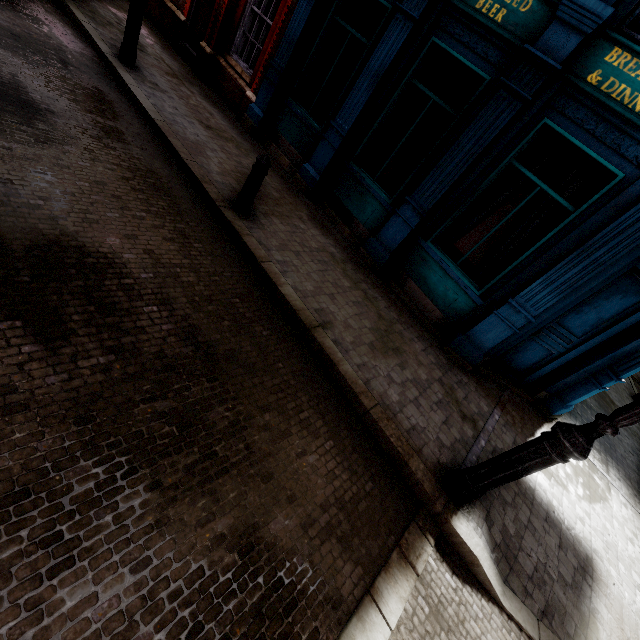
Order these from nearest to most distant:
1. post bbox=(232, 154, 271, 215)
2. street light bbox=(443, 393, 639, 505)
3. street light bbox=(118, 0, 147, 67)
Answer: street light bbox=(443, 393, 639, 505), post bbox=(232, 154, 271, 215), street light bbox=(118, 0, 147, 67)

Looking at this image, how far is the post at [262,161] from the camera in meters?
4.7 m

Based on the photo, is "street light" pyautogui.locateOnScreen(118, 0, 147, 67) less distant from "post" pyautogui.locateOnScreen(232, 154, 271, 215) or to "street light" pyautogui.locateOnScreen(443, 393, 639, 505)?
"post" pyautogui.locateOnScreen(232, 154, 271, 215)

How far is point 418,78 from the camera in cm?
617

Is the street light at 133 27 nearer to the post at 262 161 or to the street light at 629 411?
the post at 262 161

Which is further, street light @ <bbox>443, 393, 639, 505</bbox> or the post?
Answer: the post

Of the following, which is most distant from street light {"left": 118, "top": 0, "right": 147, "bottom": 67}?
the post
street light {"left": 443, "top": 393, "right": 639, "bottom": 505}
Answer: street light {"left": 443, "top": 393, "right": 639, "bottom": 505}

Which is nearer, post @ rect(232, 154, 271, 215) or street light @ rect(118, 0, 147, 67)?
post @ rect(232, 154, 271, 215)
